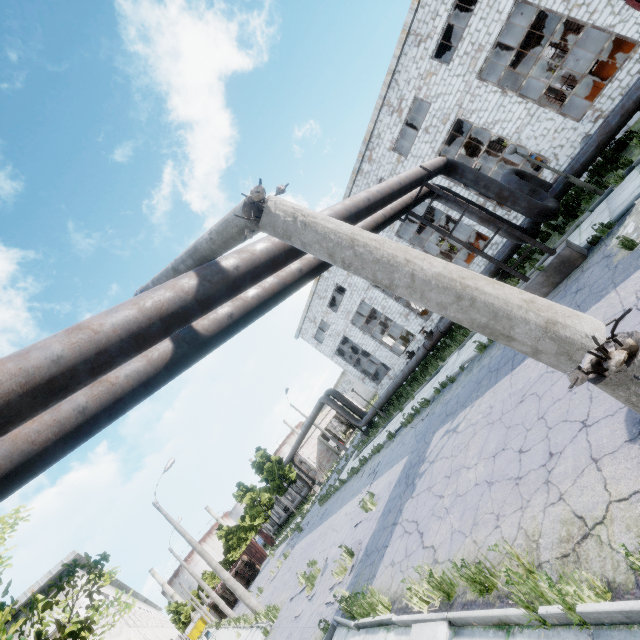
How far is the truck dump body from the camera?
45.3m

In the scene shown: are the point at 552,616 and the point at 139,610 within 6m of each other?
no

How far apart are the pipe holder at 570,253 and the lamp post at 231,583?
20.7m

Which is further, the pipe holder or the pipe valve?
the pipe valve

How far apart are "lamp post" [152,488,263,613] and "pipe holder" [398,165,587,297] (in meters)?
20.74

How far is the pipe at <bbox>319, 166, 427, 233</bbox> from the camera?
6.5m

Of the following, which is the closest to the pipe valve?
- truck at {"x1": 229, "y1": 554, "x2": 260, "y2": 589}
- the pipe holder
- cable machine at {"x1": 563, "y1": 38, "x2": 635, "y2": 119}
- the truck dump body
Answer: the pipe holder

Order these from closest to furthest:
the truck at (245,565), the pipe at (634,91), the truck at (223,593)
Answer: the pipe at (634,91), the truck at (245,565), the truck at (223,593)
